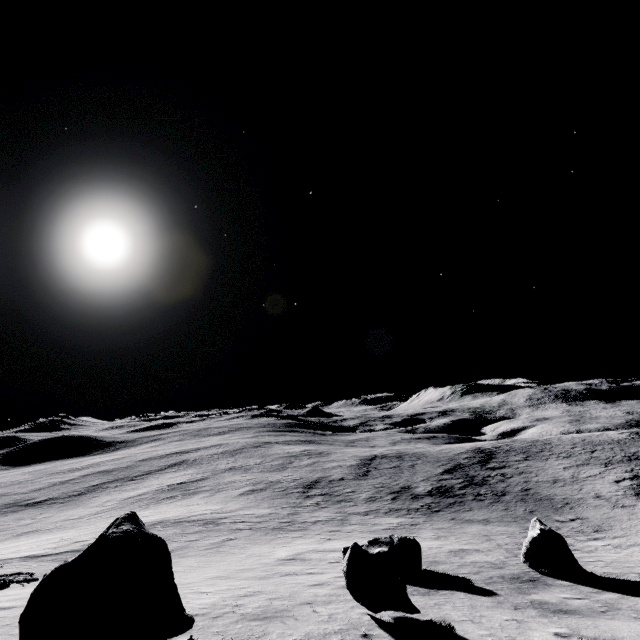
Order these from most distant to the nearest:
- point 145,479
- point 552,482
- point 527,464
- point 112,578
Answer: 1. point 145,479
2. point 527,464
3. point 552,482
4. point 112,578

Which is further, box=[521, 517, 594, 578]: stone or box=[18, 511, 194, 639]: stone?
box=[521, 517, 594, 578]: stone

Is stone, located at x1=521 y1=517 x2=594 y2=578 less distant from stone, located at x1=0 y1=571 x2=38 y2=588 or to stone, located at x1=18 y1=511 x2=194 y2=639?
stone, located at x1=18 y1=511 x2=194 y2=639

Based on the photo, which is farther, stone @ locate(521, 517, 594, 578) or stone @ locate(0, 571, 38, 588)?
stone @ locate(521, 517, 594, 578)

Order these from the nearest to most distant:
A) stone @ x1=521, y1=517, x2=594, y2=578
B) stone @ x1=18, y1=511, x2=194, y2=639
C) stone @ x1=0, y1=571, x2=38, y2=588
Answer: stone @ x1=18, y1=511, x2=194, y2=639 → stone @ x1=0, y1=571, x2=38, y2=588 → stone @ x1=521, y1=517, x2=594, y2=578

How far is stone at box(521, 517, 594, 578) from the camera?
14.1 meters

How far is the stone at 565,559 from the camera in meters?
14.1

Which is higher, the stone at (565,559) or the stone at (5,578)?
the stone at (5,578)
